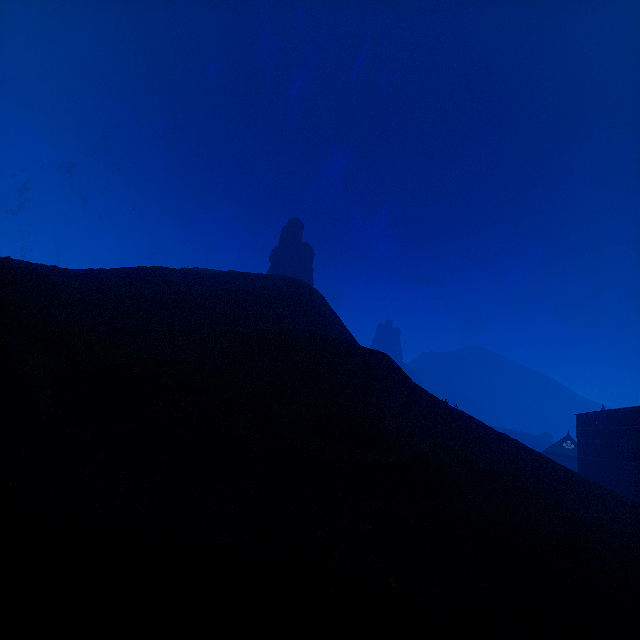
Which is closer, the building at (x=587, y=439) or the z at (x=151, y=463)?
the z at (x=151, y=463)

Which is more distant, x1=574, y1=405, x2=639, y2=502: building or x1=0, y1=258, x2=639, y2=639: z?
x1=574, y1=405, x2=639, y2=502: building

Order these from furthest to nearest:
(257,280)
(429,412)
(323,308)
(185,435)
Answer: (257,280) < (323,308) < (429,412) < (185,435)
